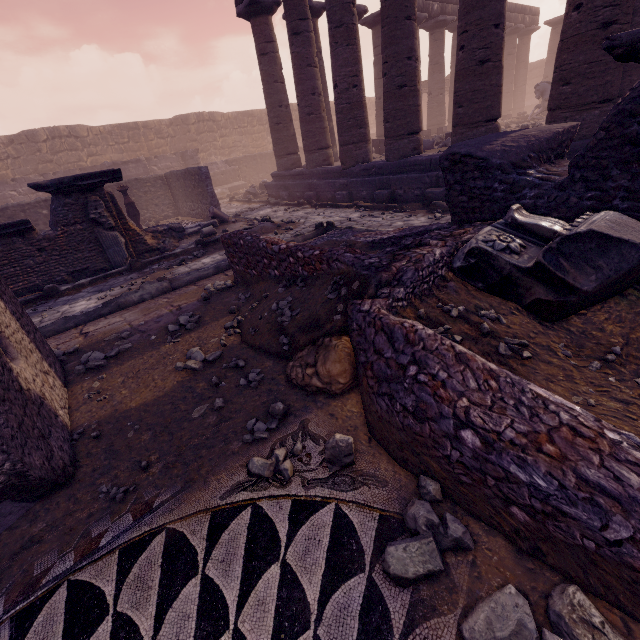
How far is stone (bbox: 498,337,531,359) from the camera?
2.2 meters

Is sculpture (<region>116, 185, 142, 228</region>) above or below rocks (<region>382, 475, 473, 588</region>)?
above

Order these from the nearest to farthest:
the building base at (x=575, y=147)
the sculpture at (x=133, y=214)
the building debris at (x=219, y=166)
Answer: the building base at (x=575, y=147) < the sculpture at (x=133, y=214) < the building debris at (x=219, y=166)

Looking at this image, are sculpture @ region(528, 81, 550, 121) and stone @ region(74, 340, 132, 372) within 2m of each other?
no

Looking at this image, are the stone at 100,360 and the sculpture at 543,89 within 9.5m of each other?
no

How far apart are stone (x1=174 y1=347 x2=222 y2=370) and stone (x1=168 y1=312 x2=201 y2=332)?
0.4m

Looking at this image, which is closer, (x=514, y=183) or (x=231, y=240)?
(x=514, y=183)

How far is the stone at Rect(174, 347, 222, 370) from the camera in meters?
3.4
